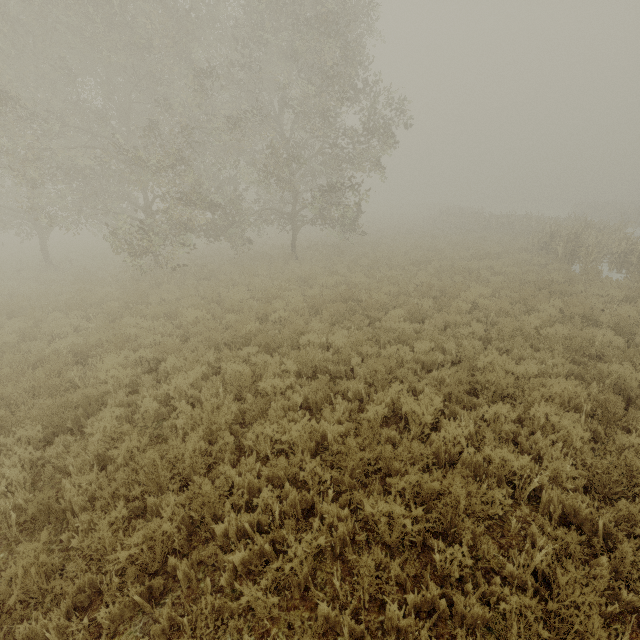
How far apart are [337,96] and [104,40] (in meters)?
8.70

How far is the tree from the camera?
17.80m

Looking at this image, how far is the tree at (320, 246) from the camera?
17.8 meters
